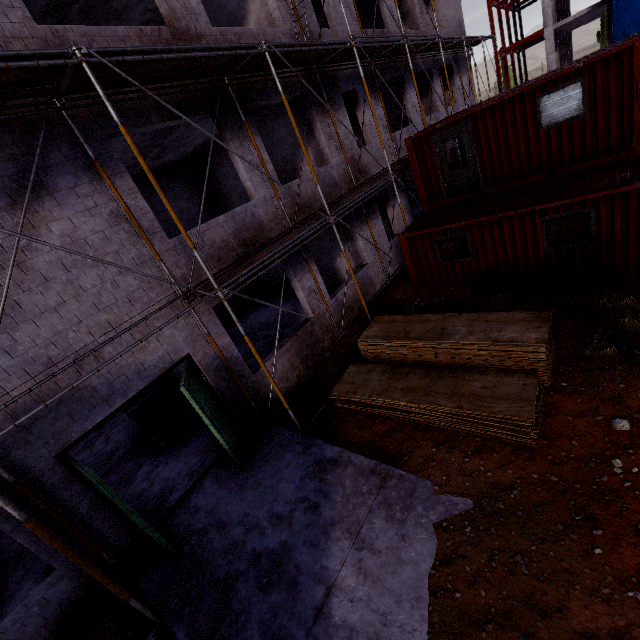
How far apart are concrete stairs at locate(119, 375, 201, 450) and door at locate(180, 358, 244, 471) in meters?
3.1 m

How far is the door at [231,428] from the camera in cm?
652

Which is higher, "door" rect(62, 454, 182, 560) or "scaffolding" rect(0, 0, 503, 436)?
"scaffolding" rect(0, 0, 503, 436)

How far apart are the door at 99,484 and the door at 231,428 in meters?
1.8 m

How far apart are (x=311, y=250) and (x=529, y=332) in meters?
10.3 m

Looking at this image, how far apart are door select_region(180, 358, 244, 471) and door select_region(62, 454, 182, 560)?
1.8m

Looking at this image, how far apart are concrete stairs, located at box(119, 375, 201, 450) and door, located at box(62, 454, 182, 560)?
3.4m

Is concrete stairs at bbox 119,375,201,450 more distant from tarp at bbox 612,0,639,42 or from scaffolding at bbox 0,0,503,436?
tarp at bbox 612,0,639,42
